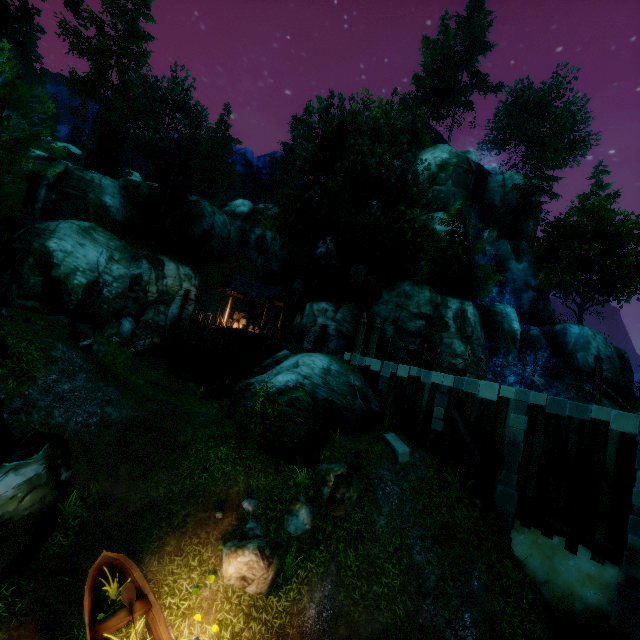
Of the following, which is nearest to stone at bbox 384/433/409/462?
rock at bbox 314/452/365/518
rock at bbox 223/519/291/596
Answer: rock at bbox 314/452/365/518

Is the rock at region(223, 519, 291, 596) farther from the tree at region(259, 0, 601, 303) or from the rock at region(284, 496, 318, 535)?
the tree at region(259, 0, 601, 303)

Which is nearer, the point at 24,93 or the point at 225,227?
the point at 24,93

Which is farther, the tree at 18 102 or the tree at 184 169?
the tree at 184 169

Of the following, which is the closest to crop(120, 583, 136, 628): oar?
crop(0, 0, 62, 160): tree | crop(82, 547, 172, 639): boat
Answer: crop(82, 547, 172, 639): boat

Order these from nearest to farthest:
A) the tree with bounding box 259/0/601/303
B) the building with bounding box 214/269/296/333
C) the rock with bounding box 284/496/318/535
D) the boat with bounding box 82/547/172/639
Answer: the boat with bounding box 82/547/172/639 → the rock with bounding box 284/496/318/535 → the tree with bounding box 259/0/601/303 → the building with bounding box 214/269/296/333

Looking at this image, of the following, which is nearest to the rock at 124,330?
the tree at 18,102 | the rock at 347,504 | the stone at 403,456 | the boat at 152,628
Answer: the tree at 18,102

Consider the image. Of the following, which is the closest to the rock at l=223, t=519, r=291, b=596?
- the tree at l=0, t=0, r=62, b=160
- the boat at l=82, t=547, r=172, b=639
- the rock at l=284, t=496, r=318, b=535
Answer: the rock at l=284, t=496, r=318, b=535
